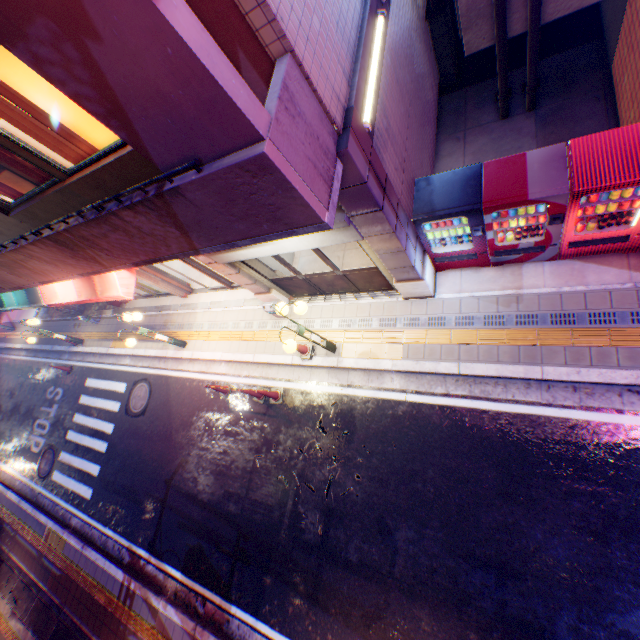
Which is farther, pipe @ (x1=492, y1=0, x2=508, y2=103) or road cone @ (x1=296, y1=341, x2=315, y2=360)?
road cone @ (x1=296, y1=341, x2=315, y2=360)

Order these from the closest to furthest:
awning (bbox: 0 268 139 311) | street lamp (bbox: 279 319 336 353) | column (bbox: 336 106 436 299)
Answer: column (bbox: 336 106 436 299) → street lamp (bbox: 279 319 336 353) → awning (bbox: 0 268 139 311)

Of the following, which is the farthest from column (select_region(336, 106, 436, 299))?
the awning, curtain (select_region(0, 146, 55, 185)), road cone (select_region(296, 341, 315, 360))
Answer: the awning

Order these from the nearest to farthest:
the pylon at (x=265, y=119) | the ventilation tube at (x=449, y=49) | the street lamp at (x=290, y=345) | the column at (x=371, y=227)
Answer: the pylon at (x=265, y=119)
the column at (x=371, y=227)
the street lamp at (x=290, y=345)
the ventilation tube at (x=449, y=49)

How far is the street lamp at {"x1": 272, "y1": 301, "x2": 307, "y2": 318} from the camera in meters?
6.2

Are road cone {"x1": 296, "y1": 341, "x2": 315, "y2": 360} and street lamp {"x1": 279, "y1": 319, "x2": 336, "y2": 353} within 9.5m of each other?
yes

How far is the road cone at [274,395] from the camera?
8.35m

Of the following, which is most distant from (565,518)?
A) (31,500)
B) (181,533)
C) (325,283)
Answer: (31,500)
